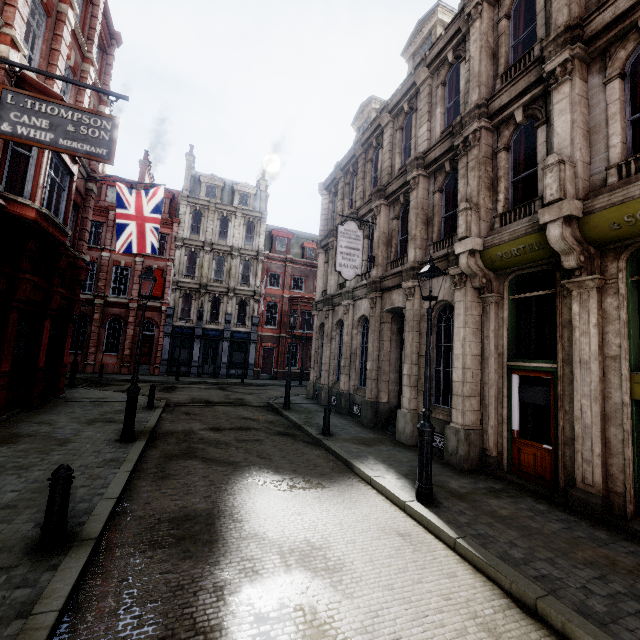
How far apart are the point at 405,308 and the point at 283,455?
6.5m

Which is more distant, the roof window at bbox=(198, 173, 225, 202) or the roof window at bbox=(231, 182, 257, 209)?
the roof window at bbox=(231, 182, 257, 209)

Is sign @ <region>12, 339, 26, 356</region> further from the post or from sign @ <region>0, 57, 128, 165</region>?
the post

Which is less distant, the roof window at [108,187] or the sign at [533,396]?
the sign at [533,396]

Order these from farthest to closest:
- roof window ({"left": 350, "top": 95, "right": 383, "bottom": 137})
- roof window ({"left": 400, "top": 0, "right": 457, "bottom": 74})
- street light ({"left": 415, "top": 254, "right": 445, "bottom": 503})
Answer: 1. roof window ({"left": 350, "top": 95, "right": 383, "bottom": 137})
2. roof window ({"left": 400, "top": 0, "right": 457, "bottom": 74})
3. street light ({"left": 415, "top": 254, "right": 445, "bottom": 503})

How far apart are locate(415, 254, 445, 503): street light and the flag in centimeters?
1134cm

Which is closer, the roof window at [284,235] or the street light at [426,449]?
the street light at [426,449]

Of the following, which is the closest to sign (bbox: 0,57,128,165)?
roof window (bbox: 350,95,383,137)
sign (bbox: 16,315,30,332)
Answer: sign (bbox: 16,315,30,332)
